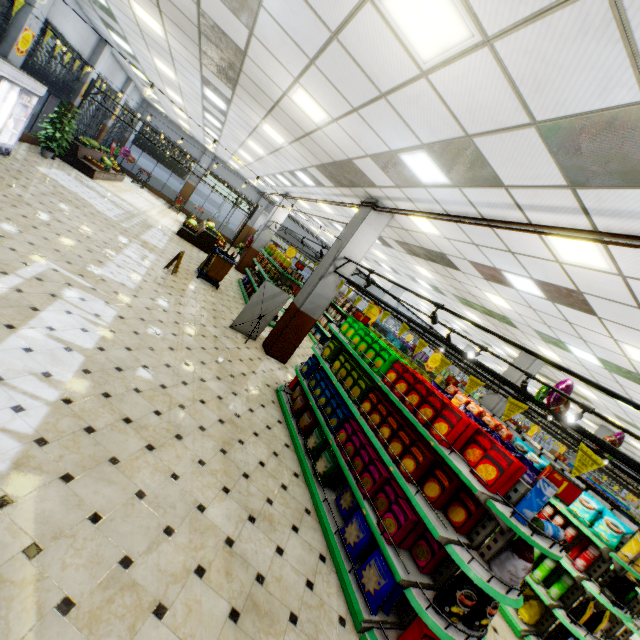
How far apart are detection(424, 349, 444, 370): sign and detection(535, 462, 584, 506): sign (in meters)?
7.93

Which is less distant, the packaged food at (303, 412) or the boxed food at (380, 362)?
the boxed food at (380, 362)

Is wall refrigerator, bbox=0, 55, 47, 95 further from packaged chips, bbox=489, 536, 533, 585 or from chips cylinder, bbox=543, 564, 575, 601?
chips cylinder, bbox=543, 564, 575, 601

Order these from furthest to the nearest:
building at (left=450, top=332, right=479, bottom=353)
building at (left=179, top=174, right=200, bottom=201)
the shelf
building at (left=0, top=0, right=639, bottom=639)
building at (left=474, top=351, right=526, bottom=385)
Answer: building at (left=450, top=332, right=479, bottom=353)
building at (left=179, top=174, right=200, bottom=201)
building at (left=474, top=351, right=526, bottom=385)
the shelf
building at (left=0, top=0, right=639, bottom=639)

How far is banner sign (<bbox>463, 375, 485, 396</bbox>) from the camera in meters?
3.8 m

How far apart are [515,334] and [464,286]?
3.2 meters

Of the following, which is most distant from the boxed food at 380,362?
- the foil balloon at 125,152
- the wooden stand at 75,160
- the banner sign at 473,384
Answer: the foil balloon at 125,152

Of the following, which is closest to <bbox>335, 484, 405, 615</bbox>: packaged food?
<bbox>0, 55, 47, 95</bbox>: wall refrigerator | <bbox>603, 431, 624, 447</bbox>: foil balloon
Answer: <bbox>603, 431, 624, 447</bbox>: foil balloon
